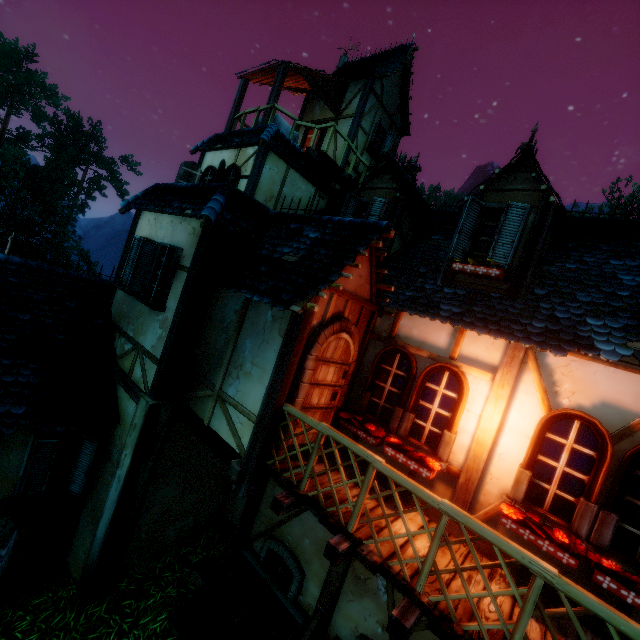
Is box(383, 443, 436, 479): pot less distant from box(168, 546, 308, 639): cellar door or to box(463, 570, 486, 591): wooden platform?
box(463, 570, 486, 591): wooden platform

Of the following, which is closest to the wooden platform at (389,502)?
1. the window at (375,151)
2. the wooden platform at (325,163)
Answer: the wooden platform at (325,163)

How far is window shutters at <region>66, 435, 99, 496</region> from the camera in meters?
6.3 m

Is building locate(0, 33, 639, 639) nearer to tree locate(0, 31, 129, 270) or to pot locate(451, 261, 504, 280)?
pot locate(451, 261, 504, 280)

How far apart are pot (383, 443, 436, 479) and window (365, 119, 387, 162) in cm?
1181

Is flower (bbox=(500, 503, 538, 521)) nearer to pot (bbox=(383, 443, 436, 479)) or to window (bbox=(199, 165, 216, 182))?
pot (bbox=(383, 443, 436, 479))

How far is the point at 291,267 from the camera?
5.2m

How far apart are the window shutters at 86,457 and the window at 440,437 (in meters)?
5.03
